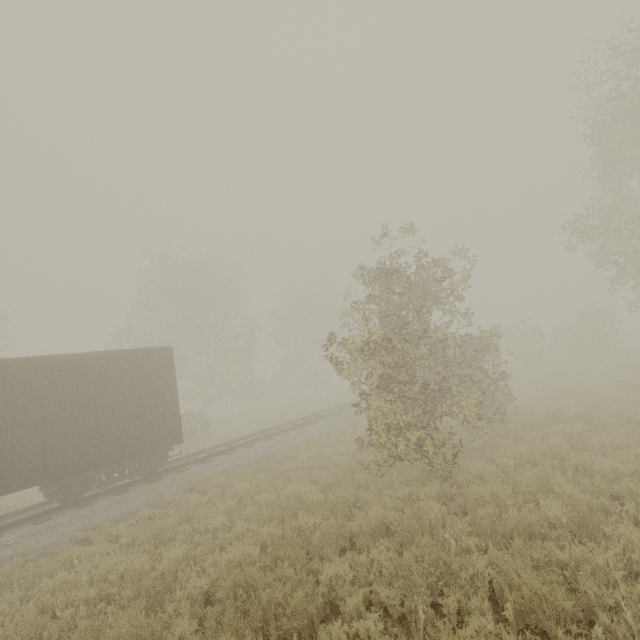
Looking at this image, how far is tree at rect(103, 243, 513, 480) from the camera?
8.19m

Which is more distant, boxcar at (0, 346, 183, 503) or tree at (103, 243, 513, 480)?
boxcar at (0, 346, 183, 503)

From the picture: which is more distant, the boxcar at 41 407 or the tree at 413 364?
the boxcar at 41 407

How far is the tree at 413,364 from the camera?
8.19m

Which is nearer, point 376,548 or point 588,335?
point 376,548
